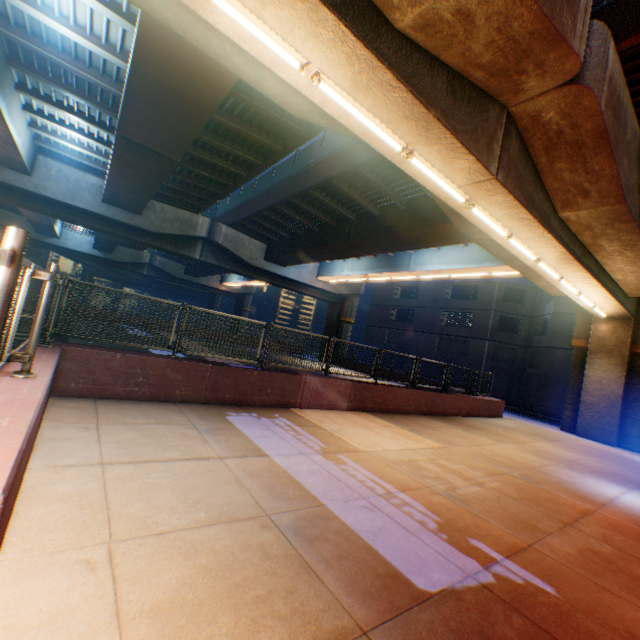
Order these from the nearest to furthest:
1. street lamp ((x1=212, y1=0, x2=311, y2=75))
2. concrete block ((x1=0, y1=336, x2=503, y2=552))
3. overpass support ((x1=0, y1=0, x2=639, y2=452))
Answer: concrete block ((x1=0, y1=336, x2=503, y2=552))
street lamp ((x1=212, y1=0, x2=311, y2=75))
overpass support ((x1=0, y1=0, x2=639, y2=452))

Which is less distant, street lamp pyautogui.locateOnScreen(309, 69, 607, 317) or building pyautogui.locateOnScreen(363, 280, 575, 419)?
street lamp pyautogui.locateOnScreen(309, 69, 607, 317)

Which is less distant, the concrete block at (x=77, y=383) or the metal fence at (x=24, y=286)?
the metal fence at (x=24, y=286)

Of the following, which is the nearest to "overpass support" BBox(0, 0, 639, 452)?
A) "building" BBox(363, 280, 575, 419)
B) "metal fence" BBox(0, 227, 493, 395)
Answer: "metal fence" BBox(0, 227, 493, 395)

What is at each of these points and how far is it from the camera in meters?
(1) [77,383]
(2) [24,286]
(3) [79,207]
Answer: (1) concrete block, 6.1
(2) metal fence, 3.4
(3) overpass support, 19.0

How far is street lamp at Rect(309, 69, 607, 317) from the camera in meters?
5.3 m

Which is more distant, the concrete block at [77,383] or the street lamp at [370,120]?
the street lamp at [370,120]

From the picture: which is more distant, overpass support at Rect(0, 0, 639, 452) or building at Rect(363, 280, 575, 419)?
building at Rect(363, 280, 575, 419)
